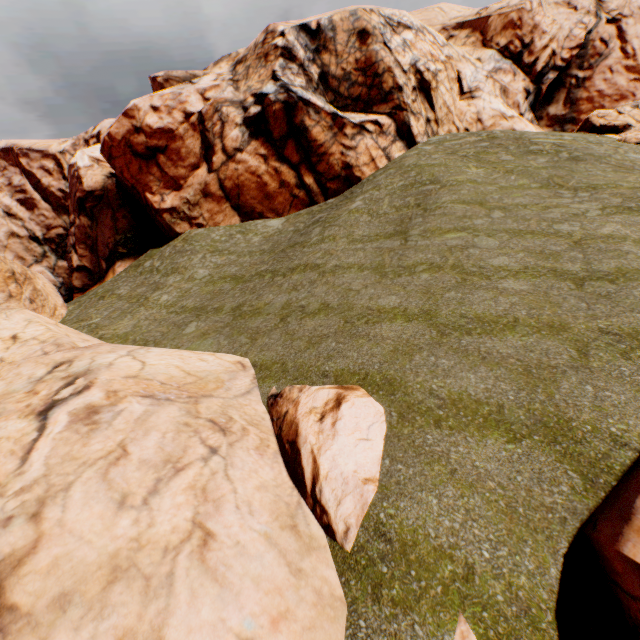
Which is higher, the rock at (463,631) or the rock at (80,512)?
the rock at (80,512)

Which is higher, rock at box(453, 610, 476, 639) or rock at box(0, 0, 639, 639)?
rock at box(0, 0, 639, 639)

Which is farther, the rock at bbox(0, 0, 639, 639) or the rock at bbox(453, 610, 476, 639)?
the rock at bbox(0, 0, 639, 639)

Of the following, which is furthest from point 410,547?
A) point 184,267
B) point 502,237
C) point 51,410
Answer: point 184,267

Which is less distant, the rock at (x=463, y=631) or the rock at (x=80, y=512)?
the rock at (x=463, y=631)
